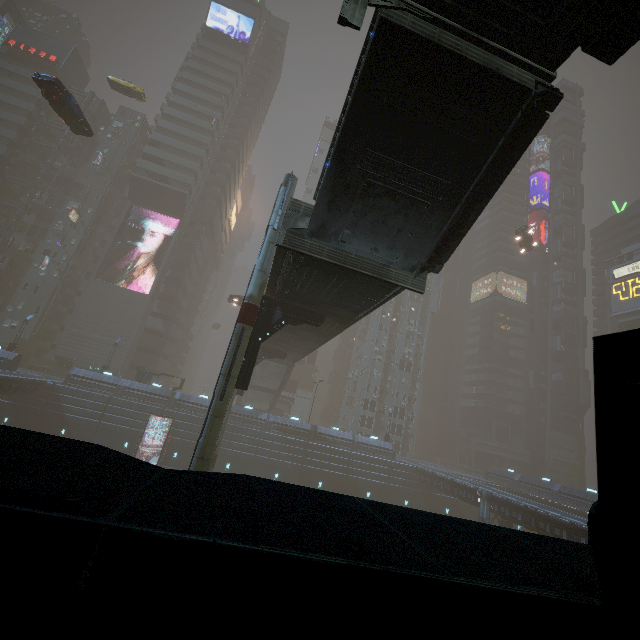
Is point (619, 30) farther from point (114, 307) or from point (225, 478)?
point (114, 307)

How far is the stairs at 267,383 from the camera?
41.9 meters

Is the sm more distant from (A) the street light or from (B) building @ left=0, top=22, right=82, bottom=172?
(A) the street light

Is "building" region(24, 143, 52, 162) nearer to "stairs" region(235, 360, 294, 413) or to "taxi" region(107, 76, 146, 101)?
"stairs" region(235, 360, 294, 413)

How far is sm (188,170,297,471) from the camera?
13.9 meters

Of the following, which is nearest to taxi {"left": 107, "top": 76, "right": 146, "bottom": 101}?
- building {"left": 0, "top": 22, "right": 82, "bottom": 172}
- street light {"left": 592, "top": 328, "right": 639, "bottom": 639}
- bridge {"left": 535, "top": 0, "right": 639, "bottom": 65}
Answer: building {"left": 0, "top": 22, "right": 82, "bottom": 172}

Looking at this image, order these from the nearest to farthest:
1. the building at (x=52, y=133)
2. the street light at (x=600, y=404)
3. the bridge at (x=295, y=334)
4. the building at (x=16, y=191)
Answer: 1. the street light at (x=600, y=404)
2. the bridge at (x=295, y=334)
3. the building at (x=16, y=191)
4. the building at (x=52, y=133)

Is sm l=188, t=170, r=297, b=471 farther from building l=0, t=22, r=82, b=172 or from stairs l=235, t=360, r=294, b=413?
stairs l=235, t=360, r=294, b=413
